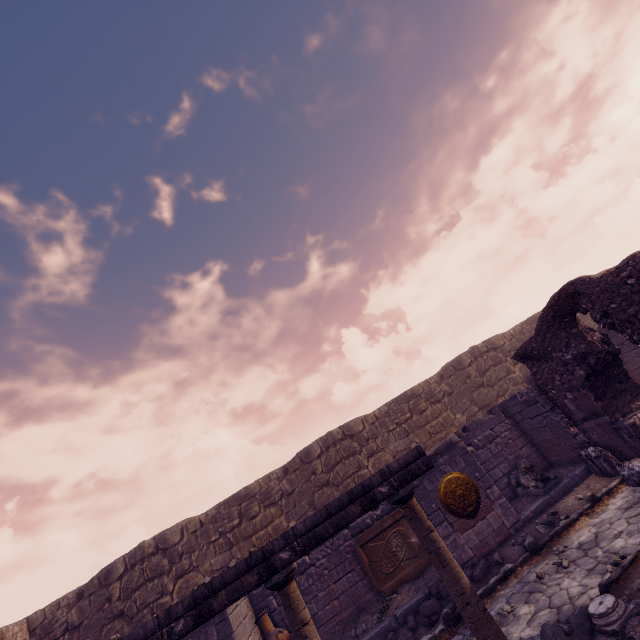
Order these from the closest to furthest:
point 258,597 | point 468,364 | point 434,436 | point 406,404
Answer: point 258,597 < point 434,436 < point 406,404 < point 468,364

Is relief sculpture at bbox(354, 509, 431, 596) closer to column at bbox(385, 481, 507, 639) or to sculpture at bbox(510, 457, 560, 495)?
sculpture at bbox(510, 457, 560, 495)

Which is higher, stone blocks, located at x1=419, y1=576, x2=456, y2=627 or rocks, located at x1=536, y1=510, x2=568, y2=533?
stone blocks, located at x1=419, y1=576, x2=456, y2=627

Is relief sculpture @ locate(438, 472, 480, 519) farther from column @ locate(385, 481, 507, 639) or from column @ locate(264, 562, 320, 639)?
column @ locate(264, 562, 320, 639)

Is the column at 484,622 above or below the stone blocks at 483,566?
above

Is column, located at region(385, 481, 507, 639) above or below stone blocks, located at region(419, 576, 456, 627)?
above

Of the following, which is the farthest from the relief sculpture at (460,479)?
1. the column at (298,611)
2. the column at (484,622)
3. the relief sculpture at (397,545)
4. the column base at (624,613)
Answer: the column at (298,611)

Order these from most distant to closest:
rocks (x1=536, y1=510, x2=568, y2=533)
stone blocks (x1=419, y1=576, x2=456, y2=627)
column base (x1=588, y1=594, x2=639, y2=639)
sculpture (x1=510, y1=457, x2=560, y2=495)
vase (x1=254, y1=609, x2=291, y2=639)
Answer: sculpture (x1=510, y1=457, x2=560, y2=495), vase (x1=254, y1=609, x2=291, y2=639), rocks (x1=536, y1=510, x2=568, y2=533), stone blocks (x1=419, y1=576, x2=456, y2=627), column base (x1=588, y1=594, x2=639, y2=639)
